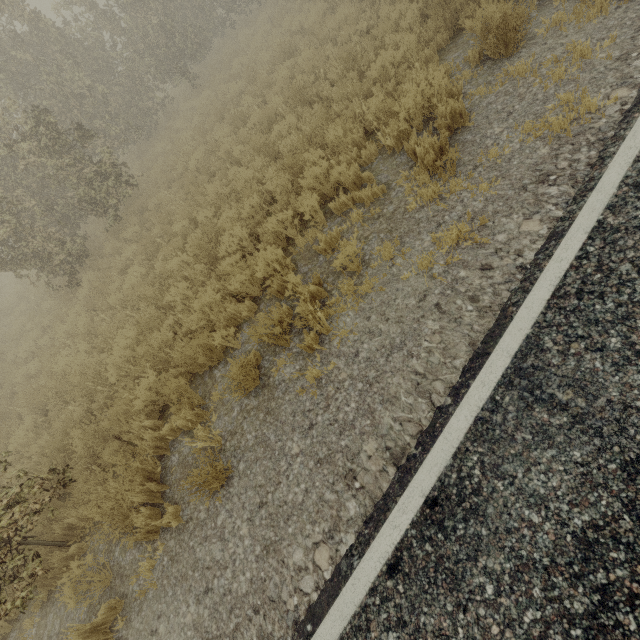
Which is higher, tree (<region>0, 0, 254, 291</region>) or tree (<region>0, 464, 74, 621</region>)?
tree (<region>0, 0, 254, 291</region>)

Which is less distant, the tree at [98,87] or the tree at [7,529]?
the tree at [7,529]

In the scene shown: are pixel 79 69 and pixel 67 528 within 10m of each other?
no

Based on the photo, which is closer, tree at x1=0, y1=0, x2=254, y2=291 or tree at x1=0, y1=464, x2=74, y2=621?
tree at x1=0, y1=464, x2=74, y2=621

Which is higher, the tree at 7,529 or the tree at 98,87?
the tree at 98,87
